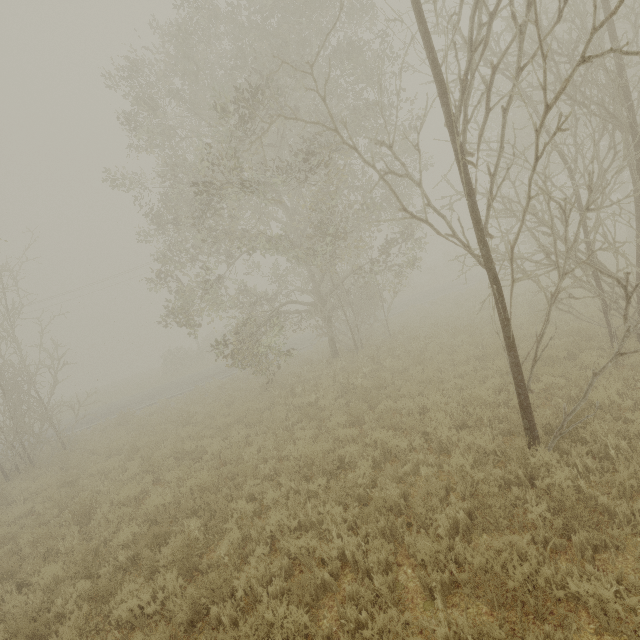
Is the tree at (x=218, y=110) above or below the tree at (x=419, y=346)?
above

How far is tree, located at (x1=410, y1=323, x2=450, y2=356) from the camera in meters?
12.4

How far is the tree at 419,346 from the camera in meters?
12.4

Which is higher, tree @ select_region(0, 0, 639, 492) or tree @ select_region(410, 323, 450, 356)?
tree @ select_region(0, 0, 639, 492)

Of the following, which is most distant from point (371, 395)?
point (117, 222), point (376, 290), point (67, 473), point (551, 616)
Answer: point (117, 222)

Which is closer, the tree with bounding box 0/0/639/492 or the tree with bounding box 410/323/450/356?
the tree with bounding box 0/0/639/492
